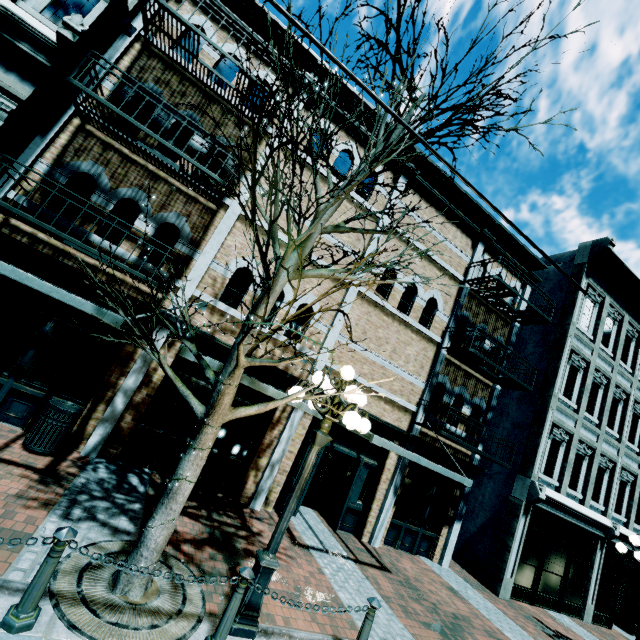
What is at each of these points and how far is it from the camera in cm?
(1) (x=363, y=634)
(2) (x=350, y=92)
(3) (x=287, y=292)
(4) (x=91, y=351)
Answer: (1) chain link post, 439
(2) building, 982
(3) building, 894
(4) building, 727

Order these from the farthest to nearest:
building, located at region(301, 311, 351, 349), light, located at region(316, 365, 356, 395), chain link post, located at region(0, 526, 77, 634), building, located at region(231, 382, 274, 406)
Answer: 1. building, located at region(301, 311, 351, 349)
2. building, located at region(231, 382, 274, 406)
3. light, located at region(316, 365, 356, 395)
4. chain link post, located at region(0, 526, 77, 634)

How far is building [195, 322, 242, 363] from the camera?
7.9 meters

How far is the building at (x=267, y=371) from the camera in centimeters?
848cm

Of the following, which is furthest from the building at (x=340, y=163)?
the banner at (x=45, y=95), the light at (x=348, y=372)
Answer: the light at (x=348, y=372)

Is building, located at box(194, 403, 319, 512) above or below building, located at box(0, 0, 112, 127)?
below

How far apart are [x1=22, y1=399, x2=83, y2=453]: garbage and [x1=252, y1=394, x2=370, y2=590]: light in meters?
4.4 m
